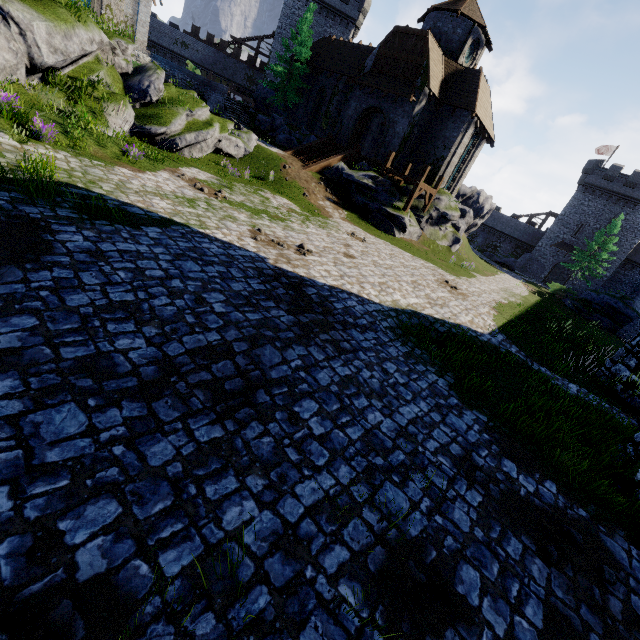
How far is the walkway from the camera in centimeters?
2180cm

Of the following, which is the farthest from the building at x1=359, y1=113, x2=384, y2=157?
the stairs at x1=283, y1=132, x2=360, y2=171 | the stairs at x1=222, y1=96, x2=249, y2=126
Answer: the stairs at x1=222, y1=96, x2=249, y2=126

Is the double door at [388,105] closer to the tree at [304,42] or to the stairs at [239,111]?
the tree at [304,42]

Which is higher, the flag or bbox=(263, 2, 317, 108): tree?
the flag

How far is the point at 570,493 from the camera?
5.8m

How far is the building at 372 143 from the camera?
29.5 meters

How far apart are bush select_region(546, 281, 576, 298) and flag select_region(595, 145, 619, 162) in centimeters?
2481cm

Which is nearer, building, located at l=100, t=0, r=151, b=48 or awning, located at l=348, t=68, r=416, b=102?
awning, located at l=348, t=68, r=416, b=102
